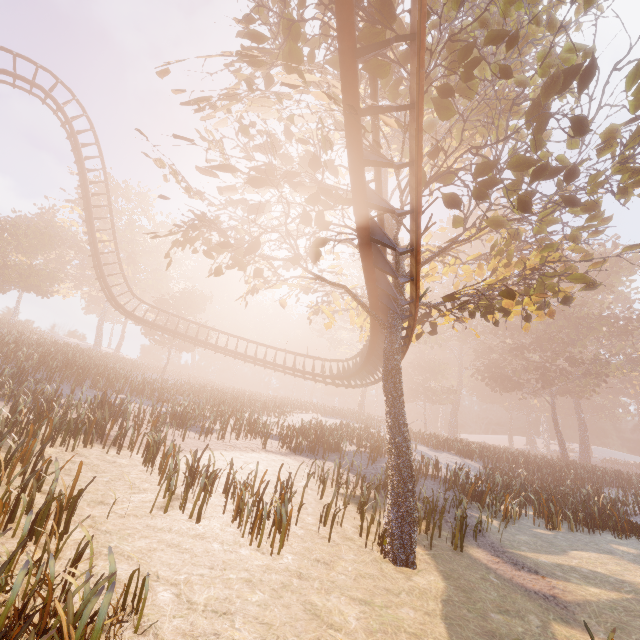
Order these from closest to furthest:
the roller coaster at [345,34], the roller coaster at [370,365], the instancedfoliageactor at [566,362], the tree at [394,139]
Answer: the roller coaster at [345,34] < the tree at [394,139] < the instancedfoliageactor at [566,362] < the roller coaster at [370,365]

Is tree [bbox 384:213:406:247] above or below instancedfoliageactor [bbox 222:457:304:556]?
above

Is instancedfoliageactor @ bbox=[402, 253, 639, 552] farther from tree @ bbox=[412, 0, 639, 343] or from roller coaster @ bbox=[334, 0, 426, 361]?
roller coaster @ bbox=[334, 0, 426, 361]

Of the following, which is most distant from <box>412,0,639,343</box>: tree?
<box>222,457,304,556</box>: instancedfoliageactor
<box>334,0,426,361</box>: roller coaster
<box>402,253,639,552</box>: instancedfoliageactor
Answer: <box>402,253,639,552</box>: instancedfoliageactor

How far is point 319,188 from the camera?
7.1 meters

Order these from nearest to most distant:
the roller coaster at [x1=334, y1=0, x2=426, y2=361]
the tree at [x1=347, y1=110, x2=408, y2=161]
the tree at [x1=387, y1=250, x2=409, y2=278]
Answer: the roller coaster at [x1=334, y1=0, x2=426, y2=361]
the tree at [x1=347, y1=110, x2=408, y2=161]
the tree at [x1=387, y1=250, x2=409, y2=278]

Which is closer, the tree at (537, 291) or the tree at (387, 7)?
the tree at (387, 7)
